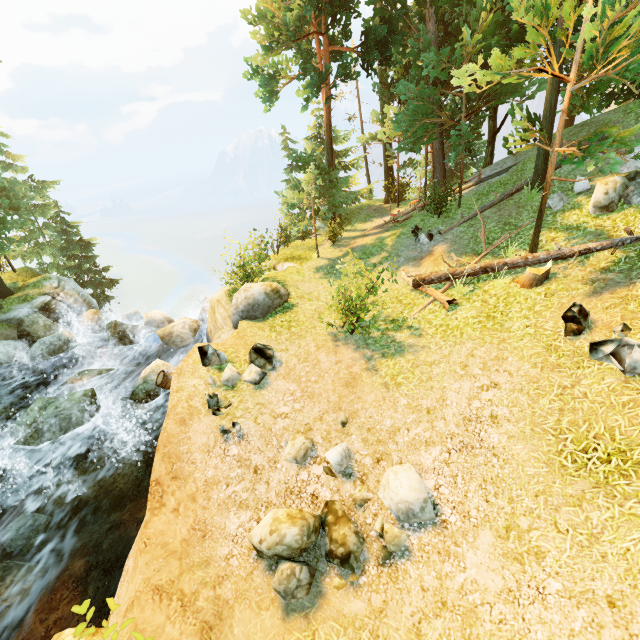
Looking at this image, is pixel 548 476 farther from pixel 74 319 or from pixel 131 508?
pixel 74 319

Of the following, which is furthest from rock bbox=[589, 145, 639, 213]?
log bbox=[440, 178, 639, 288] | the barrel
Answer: the barrel

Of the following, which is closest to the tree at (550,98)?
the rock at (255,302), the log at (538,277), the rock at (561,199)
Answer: the log at (538,277)

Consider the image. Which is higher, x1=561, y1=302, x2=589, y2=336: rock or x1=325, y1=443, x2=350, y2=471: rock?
x1=561, y1=302, x2=589, y2=336: rock

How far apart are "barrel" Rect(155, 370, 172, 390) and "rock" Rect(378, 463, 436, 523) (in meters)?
8.54

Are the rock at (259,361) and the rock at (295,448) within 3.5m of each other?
yes

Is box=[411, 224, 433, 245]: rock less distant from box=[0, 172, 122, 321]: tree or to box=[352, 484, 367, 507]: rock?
box=[0, 172, 122, 321]: tree

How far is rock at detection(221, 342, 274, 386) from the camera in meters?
8.3 m
